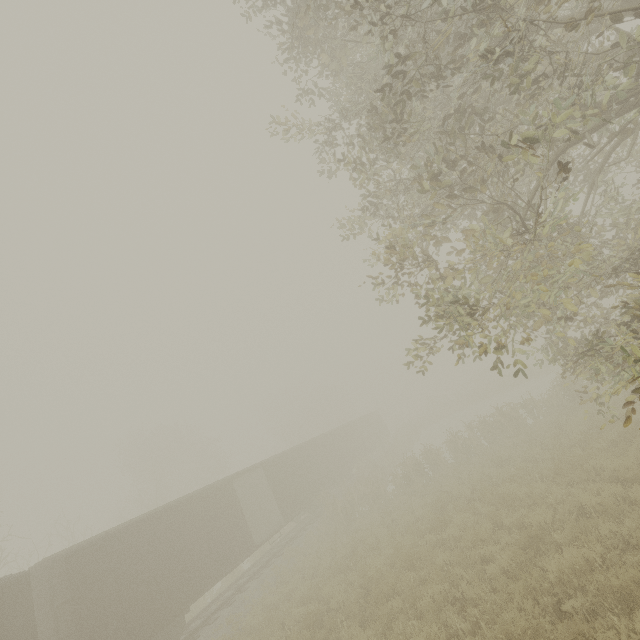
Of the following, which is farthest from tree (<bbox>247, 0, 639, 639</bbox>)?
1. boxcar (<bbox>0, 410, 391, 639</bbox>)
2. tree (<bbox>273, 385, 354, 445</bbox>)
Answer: tree (<bbox>273, 385, 354, 445</bbox>)

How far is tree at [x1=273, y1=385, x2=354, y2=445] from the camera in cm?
4447

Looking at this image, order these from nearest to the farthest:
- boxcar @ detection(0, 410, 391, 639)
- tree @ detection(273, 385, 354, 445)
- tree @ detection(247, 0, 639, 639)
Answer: tree @ detection(247, 0, 639, 639)
boxcar @ detection(0, 410, 391, 639)
tree @ detection(273, 385, 354, 445)

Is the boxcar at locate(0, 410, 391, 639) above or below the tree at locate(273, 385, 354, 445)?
below

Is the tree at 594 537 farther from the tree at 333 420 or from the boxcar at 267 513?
the tree at 333 420

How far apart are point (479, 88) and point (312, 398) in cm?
5633
